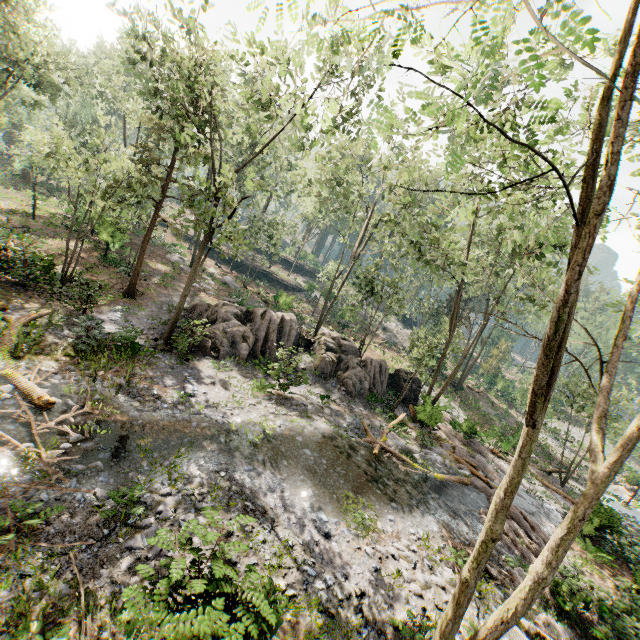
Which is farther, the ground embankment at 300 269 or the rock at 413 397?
the ground embankment at 300 269

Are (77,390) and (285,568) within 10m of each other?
yes

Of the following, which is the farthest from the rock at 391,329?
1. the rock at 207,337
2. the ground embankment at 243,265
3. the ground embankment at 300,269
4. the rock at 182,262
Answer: the rock at 182,262

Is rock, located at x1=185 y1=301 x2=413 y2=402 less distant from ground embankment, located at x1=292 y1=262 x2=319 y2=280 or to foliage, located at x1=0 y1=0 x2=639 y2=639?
foliage, located at x1=0 y1=0 x2=639 y2=639

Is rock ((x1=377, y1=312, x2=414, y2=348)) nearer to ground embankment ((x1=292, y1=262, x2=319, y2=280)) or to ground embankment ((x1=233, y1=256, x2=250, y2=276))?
ground embankment ((x1=292, y1=262, x2=319, y2=280))

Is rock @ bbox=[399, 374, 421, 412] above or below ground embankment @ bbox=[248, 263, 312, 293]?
below

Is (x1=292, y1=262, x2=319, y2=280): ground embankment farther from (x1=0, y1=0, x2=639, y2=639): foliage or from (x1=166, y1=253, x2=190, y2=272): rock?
(x1=166, y1=253, x2=190, y2=272): rock

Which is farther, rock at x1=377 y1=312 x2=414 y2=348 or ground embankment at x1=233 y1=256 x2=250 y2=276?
rock at x1=377 y1=312 x2=414 y2=348
